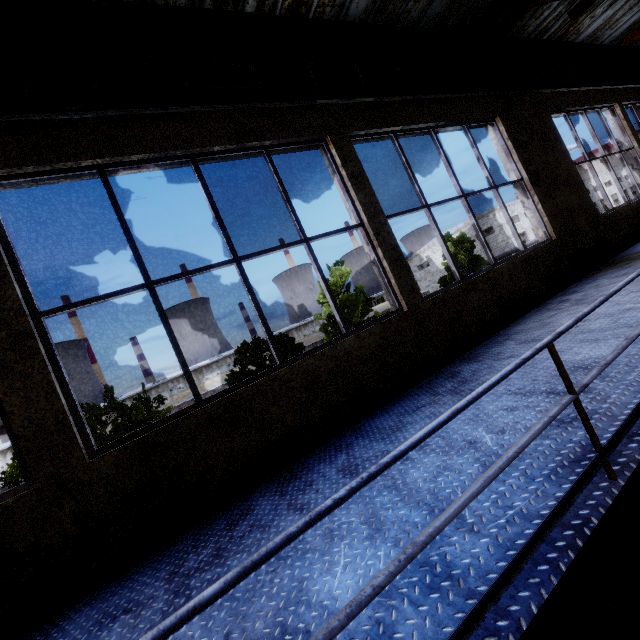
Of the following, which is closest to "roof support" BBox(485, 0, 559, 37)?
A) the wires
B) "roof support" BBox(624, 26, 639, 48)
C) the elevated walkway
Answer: the wires

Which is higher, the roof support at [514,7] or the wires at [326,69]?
the roof support at [514,7]

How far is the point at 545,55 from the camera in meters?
7.7

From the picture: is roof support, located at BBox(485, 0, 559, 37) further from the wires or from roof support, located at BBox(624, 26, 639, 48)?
roof support, located at BBox(624, 26, 639, 48)

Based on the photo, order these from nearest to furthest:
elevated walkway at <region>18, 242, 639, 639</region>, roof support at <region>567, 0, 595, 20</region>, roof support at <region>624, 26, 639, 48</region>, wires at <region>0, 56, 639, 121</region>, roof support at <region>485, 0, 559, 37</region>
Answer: elevated walkway at <region>18, 242, 639, 639</region>, wires at <region>0, 56, 639, 121</region>, roof support at <region>567, 0, 595, 20</region>, roof support at <region>485, 0, 559, 37</region>, roof support at <region>624, 26, 639, 48</region>

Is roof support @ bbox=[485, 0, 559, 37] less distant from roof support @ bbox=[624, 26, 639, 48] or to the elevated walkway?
the elevated walkway

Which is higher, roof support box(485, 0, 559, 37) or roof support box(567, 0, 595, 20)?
roof support box(485, 0, 559, 37)

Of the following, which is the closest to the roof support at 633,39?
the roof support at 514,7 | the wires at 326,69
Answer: the wires at 326,69
